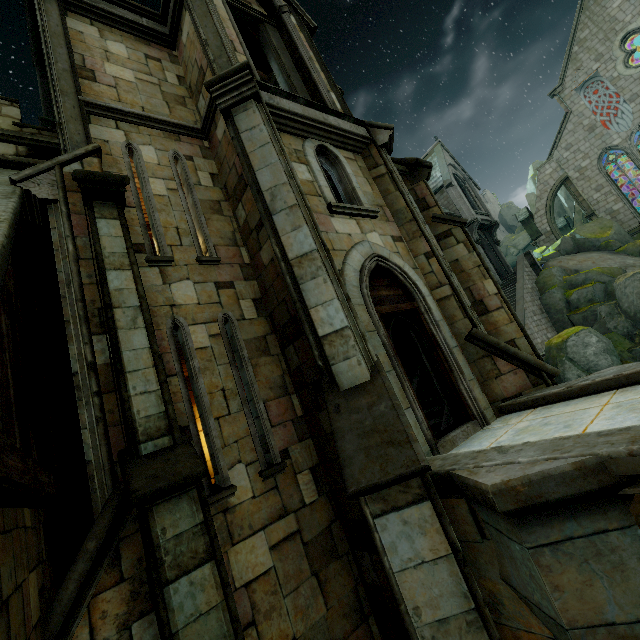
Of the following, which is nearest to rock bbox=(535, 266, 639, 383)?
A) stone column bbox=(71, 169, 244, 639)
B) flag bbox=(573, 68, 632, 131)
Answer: flag bbox=(573, 68, 632, 131)

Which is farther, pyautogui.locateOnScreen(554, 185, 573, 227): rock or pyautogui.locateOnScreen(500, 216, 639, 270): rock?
pyautogui.locateOnScreen(554, 185, 573, 227): rock

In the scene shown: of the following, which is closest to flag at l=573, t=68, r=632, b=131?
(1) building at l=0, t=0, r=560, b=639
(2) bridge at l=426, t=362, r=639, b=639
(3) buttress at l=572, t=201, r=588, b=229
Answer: (1) building at l=0, t=0, r=560, b=639

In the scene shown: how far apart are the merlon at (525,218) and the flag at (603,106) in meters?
7.3

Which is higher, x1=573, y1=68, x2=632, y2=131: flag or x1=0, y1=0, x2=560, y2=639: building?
x1=573, y1=68, x2=632, y2=131: flag

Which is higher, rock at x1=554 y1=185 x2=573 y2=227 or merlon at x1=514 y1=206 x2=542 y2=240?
rock at x1=554 y1=185 x2=573 y2=227

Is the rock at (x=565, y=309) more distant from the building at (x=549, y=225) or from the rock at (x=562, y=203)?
the rock at (x=562, y=203)

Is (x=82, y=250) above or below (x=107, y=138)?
below
